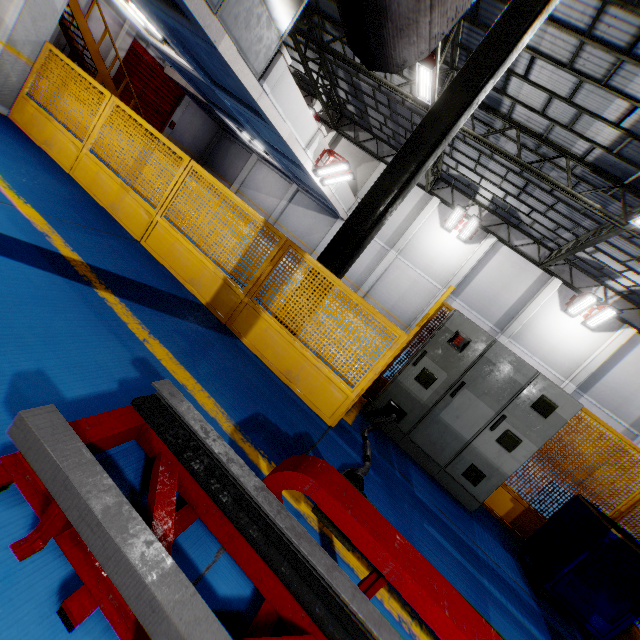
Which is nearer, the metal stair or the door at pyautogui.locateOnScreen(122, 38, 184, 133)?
the metal stair

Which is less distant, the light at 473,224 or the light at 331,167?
the light at 331,167

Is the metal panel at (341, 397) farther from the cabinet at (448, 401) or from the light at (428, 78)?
the light at (428, 78)

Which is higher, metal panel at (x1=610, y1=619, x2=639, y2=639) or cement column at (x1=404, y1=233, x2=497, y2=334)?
cement column at (x1=404, y1=233, x2=497, y2=334)

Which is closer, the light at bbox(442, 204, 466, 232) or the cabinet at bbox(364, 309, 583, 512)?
the cabinet at bbox(364, 309, 583, 512)

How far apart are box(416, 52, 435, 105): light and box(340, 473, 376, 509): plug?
11.46m

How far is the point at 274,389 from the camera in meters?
3.9

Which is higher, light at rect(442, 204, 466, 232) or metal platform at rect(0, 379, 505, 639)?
light at rect(442, 204, 466, 232)
